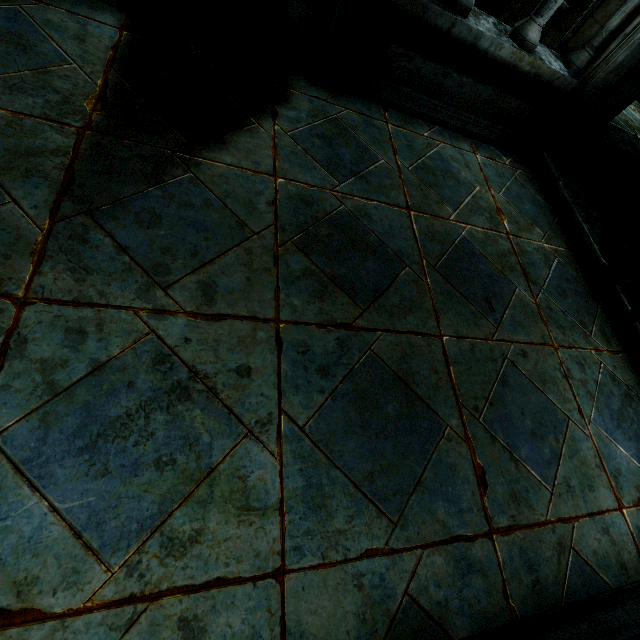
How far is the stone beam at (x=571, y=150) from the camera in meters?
4.5 m

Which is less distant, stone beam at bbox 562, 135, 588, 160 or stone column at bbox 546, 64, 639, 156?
stone column at bbox 546, 64, 639, 156

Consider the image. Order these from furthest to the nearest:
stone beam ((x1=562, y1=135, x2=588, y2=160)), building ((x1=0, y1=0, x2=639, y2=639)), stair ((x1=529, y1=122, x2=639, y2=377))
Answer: stone beam ((x1=562, y1=135, x2=588, y2=160)), stair ((x1=529, y1=122, x2=639, y2=377)), building ((x1=0, y1=0, x2=639, y2=639))

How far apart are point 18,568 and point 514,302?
3.8 meters

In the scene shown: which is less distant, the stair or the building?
the building

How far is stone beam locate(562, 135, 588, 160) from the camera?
4.54m

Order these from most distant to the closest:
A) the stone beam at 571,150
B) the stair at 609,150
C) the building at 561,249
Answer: the stone beam at 571,150, the stair at 609,150, the building at 561,249

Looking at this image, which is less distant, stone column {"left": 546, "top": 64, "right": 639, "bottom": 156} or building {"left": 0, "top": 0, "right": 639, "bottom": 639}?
building {"left": 0, "top": 0, "right": 639, "bottom": 639}
